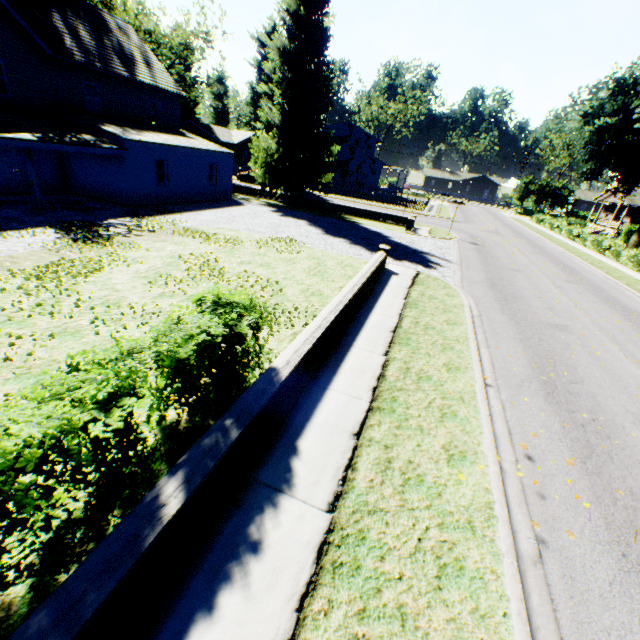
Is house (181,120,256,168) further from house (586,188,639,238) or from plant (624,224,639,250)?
house (586,188,639,238)

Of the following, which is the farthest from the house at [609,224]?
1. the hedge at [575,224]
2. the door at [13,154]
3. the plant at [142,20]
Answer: the door at [13,154]

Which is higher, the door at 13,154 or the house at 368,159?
the house at 368,159

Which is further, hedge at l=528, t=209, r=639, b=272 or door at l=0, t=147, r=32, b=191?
hedge at l=528, t=209, r=639, b=272

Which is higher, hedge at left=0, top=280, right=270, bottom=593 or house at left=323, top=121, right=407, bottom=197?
house at left=323, top=121, right=407, bottom=197

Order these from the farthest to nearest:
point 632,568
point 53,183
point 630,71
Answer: point 630,71 < point 53,183 < point 632,568

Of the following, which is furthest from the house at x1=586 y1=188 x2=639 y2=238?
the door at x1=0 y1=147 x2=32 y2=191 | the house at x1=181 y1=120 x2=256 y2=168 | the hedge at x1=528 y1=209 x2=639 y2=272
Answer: the door at x1=0 y1=147 x2=32 y2=191

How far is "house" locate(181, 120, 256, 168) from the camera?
51.62m
